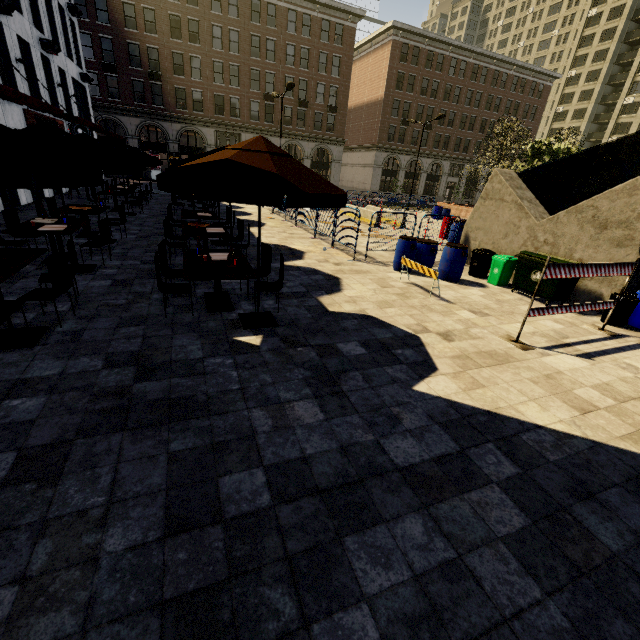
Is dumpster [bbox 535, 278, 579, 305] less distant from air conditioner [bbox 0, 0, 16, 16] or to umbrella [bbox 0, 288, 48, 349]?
umbrella [bbox 0, 288, 48, 349]

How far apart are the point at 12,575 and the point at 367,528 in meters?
2.4

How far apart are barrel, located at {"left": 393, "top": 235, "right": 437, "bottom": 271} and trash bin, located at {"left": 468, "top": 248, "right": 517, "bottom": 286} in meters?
2.2 m

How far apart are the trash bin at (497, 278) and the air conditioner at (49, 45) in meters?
24.9 m

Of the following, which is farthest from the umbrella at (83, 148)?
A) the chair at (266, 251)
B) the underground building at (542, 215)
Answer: the underground building at (542, 215)

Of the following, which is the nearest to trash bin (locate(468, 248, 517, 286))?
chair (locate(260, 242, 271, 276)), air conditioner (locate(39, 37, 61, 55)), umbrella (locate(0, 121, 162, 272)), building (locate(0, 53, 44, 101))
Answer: chair (locate(260, 242, 271, 276))

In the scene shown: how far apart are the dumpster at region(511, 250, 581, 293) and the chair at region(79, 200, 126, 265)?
11.0 meters

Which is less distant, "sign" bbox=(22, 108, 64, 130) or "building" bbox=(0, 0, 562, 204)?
"sign" bbox=(22, 108, 64, 130)
